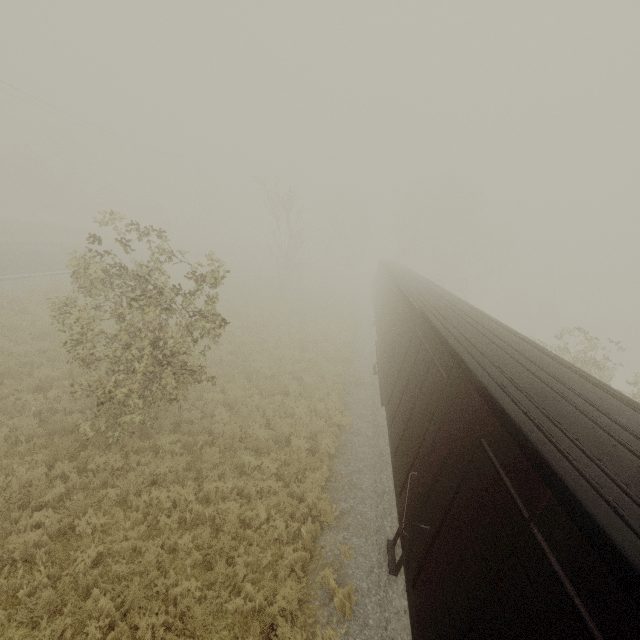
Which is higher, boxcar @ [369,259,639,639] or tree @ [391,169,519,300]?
tree @ [391,169,519,300]

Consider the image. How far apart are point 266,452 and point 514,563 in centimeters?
742cm

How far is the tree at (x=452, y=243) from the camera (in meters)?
44.62

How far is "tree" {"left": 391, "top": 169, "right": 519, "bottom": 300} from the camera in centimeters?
4462cm

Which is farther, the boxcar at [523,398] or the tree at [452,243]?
the tree at [452,243]

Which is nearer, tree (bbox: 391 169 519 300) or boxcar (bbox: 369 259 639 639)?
boxcar (bbox: 369 259 639 639)
